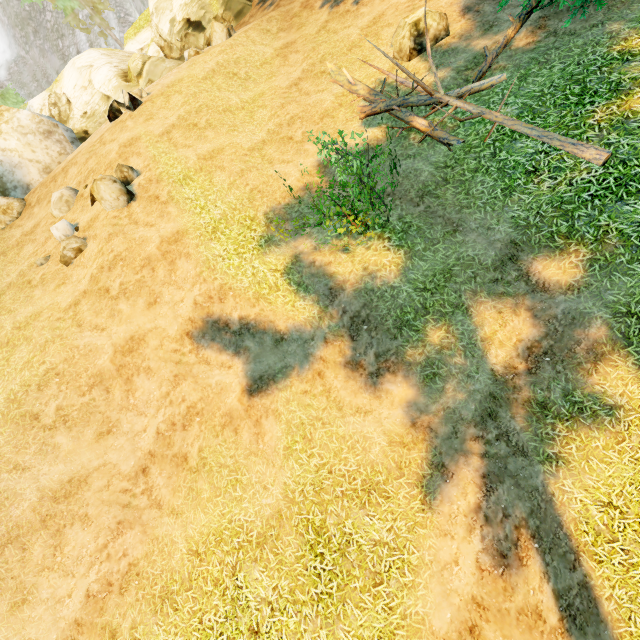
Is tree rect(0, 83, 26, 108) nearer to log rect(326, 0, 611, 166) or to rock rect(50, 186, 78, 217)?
log rect(326, 0, 611, 166)

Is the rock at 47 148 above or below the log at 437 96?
above

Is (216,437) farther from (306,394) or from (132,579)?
(132,579)

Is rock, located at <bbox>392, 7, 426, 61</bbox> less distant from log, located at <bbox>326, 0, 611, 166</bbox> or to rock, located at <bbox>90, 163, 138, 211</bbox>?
log, located at <bbox>326, 0, 611, 166</bbox>

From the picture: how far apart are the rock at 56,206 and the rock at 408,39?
12.51m

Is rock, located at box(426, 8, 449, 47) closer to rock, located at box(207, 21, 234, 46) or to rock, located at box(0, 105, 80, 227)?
rock, located at box(207, 21, 234, 46)

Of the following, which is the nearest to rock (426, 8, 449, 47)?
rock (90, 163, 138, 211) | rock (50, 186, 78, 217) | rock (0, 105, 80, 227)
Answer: rock (90, 163, 138, 211)

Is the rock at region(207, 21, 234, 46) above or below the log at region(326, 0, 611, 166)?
above
